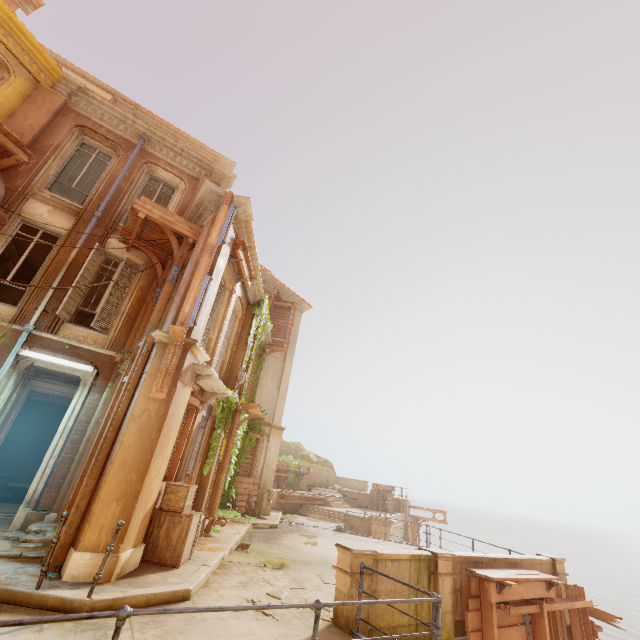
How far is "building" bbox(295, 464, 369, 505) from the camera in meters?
26.9 m

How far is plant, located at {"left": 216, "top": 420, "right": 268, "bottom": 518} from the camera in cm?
1440

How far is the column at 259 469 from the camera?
17.3m

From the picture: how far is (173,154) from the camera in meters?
12.6 m

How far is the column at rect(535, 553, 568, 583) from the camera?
9.2m

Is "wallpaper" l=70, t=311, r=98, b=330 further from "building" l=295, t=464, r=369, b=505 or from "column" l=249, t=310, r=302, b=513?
"building" l=295, t=464, r=369, b=505

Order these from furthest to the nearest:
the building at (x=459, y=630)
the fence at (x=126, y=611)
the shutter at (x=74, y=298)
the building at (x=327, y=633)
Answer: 1. the shutter at (x=74, y=298)
2. the building at (x=459, y=630)
3. the building at (x=327, y=633)
4. the fence at (x=126, y=611)

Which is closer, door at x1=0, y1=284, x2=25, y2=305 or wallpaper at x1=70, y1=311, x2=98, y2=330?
door at x1=0, y1=284, x2=25, y2=305
